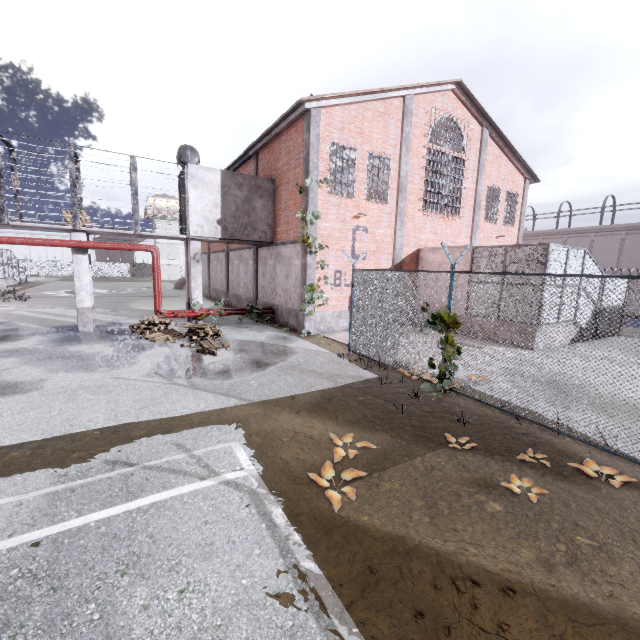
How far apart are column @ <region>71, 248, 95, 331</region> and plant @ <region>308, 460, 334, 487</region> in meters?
12.8

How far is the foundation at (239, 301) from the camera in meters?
19.7 m

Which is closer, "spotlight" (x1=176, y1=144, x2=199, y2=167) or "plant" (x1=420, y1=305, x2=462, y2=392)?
"plant" (x1=420, y1=305, x2=462, y2=392)

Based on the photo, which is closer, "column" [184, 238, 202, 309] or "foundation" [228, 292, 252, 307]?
"column" [184, 238, 202, 309]

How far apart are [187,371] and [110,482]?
4.6m

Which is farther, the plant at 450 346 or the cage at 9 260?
the cage at 9 260

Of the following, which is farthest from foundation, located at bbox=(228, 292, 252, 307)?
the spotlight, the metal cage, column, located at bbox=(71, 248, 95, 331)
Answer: the metal cage

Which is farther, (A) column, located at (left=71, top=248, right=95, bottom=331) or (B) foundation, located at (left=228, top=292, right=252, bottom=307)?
(B) foundation, located at (left=228, top=292, right=252, bottom=307)
